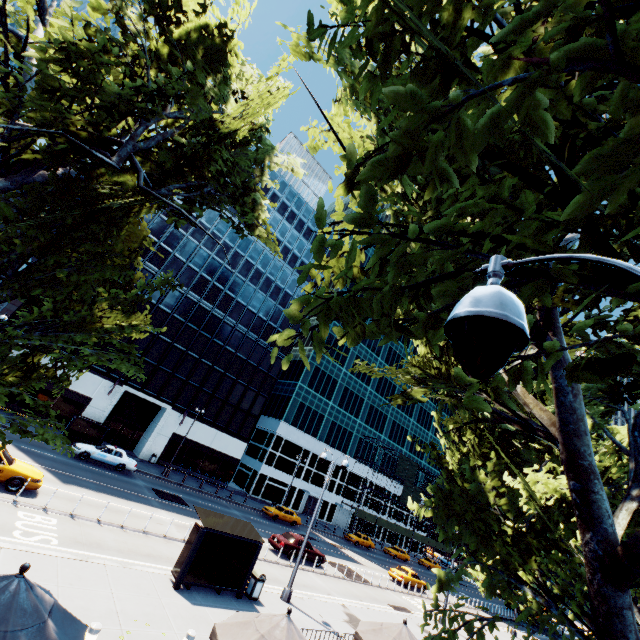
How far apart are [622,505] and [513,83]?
8.9m

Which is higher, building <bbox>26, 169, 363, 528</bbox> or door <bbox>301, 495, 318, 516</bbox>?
building <bbox>26, 169, 363, 528</bbox>

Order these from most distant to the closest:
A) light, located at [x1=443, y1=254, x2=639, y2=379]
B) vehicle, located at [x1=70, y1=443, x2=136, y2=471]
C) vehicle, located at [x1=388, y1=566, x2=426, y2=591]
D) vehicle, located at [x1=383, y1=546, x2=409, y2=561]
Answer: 1. vehicle, located at [x1=383, y1=546, x2=409, y2=561]
2. vehicle, located at [x1=388, y1=566, x2=426, y2=591]
3. vehicle, located at [x1=70, y1=443, x2=136, y2=471]
4. light, located at [x1=443, y1=254, x2=639, y2=379]

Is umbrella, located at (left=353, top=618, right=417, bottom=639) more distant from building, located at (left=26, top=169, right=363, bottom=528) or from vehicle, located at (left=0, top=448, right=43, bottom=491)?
building, located at (left=26, top=169, right=363, bottom=528)

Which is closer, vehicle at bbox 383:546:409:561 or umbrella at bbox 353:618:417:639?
umbrella at bbox 353:618:417:639

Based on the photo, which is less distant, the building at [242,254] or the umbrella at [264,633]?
the umbrella at [264,633]

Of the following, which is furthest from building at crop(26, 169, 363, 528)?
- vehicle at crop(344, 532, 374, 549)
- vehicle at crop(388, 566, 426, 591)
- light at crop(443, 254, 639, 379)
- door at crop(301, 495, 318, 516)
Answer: light at crop(443, 254, 639, 379)

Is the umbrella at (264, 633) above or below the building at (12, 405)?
above
